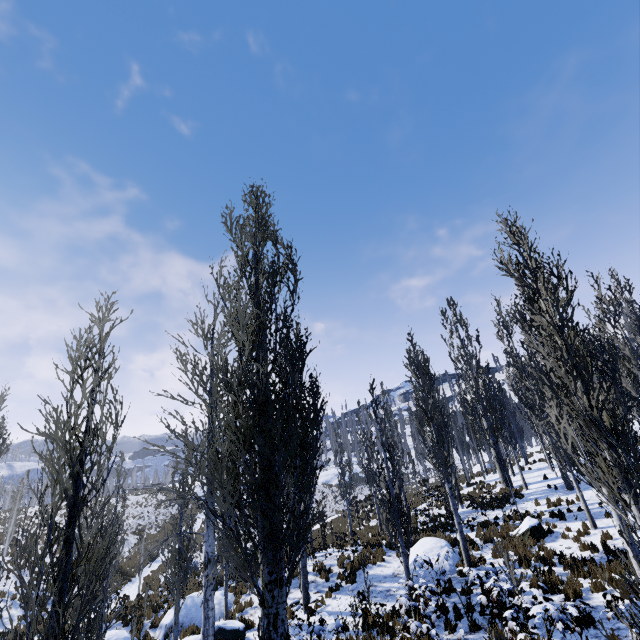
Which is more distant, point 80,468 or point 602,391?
point 602,391

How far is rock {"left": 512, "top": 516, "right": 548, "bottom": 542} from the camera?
13.86m

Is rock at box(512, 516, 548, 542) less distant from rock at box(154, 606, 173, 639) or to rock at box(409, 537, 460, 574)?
rock at box(409, 537, 460, 574)

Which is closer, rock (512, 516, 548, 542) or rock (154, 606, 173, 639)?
rock (512, 516, 548, 542)

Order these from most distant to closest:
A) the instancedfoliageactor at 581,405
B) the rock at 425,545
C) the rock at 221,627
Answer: the rock at 425,545 → the rock at 221,627 → the instancedfoliageactor at 581,405

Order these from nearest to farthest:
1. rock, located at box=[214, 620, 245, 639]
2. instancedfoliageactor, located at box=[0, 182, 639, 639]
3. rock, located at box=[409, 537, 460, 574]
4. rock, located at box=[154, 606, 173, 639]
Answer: instancedfoliageactor, located at box=[0, 182, 639, 639]
rock, located at box=[214, 620, 245, 639]
rock, located at box=[409, 537, 460, 574]
rock, located at box=[154, 606, 173, 639]

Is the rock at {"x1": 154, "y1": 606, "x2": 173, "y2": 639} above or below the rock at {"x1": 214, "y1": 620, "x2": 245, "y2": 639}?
below

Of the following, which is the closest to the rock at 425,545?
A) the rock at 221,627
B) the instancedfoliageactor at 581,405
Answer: the instancedfoliageactor at 581,405
